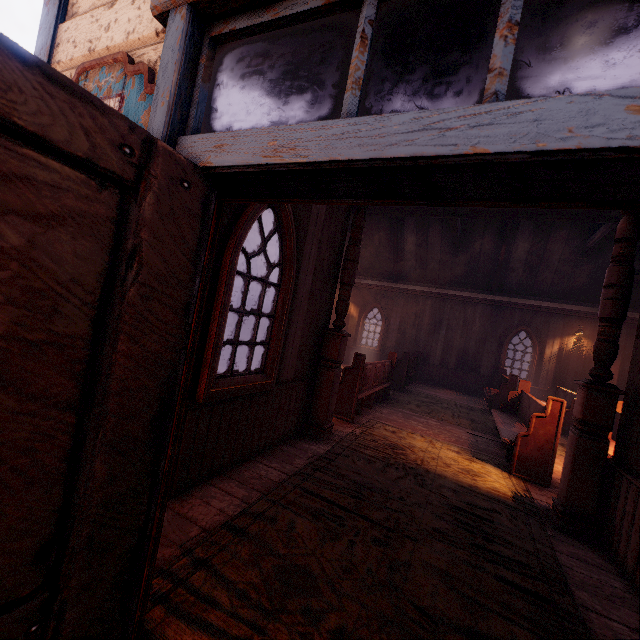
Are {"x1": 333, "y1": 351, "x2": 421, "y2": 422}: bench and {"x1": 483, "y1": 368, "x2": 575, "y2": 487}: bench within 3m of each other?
yes

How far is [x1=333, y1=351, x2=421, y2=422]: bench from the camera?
6.07m

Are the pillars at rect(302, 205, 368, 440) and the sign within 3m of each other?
no

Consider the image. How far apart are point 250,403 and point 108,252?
3.0m

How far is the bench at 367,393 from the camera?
6.1m

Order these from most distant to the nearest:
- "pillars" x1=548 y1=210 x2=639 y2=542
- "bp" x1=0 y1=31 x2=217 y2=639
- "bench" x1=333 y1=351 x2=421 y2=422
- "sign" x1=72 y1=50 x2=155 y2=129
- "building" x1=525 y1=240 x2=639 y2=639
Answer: "bench" x1=333 y1=351 x2=421 y2=422
"pillars" x1=548 y1=210 x2=639 y2=542
"building" x1=525 y1=240 x2=639 y2=639
"sign" x1=72 y1=50 x2=155 y2=129
"bp" x1=0 y1=31 x2=217 y2=639

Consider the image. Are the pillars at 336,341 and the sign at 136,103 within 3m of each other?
no

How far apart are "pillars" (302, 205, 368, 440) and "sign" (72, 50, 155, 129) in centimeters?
374cm
